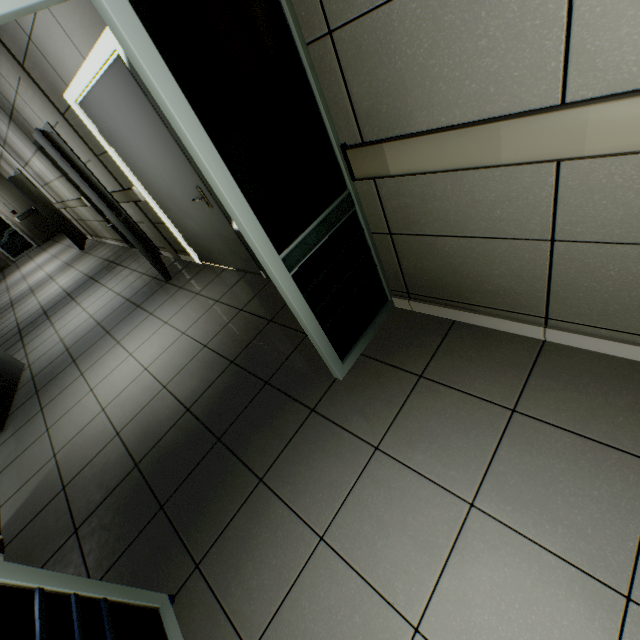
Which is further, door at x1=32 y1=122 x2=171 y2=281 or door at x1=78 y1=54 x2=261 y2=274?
door at x1=32 y1=122 x2=171 y2=281

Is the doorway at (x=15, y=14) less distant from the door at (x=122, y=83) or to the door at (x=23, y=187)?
the door at (x=122, y=83)

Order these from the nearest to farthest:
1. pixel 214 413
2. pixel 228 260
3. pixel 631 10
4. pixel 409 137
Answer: pixel 631 10 < pixel 409 137 < pixel 214 413 < pixel 228 260

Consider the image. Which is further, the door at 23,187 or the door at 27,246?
the door at 27,246

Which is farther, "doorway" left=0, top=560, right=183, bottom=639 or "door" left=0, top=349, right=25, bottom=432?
"door" left=0, top=349, right=25, bottom=432

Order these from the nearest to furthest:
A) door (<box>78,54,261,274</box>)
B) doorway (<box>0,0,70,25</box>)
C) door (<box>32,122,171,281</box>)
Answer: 1. doorway (<box>0,0,70,25</box>)
2. door (<box>78,54,261,274</box>)
3. door (<box>32,122,171,281</box>)

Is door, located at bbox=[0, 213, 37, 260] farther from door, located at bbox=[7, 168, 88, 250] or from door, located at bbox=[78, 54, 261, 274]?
door, located at bbox=[78, 54, 261, 274]

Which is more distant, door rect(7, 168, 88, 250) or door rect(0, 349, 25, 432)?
door rect(7, 168, 88, 250)
